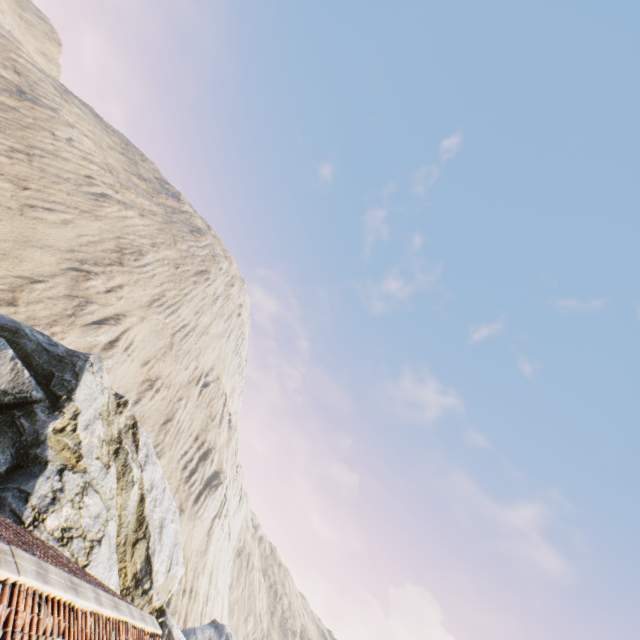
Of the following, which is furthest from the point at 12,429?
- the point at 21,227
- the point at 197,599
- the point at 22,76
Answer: the point at 22,76
